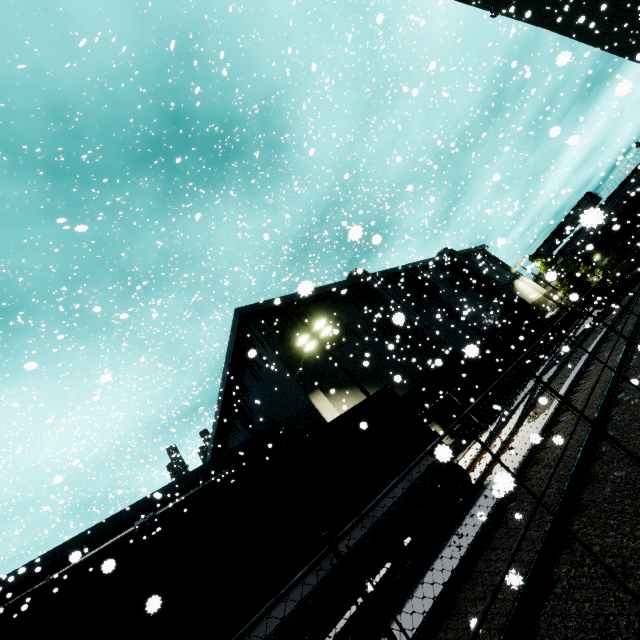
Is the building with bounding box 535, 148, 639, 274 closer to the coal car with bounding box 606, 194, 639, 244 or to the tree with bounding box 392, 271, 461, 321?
the tree with bounding box 392, 271, 461, 321

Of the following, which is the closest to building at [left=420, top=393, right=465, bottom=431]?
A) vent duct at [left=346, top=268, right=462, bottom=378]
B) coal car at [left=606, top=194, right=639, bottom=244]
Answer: vent duct at [left=346, top=268, right=462, bottom=378]

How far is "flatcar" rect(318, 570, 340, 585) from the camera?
6.5 meters

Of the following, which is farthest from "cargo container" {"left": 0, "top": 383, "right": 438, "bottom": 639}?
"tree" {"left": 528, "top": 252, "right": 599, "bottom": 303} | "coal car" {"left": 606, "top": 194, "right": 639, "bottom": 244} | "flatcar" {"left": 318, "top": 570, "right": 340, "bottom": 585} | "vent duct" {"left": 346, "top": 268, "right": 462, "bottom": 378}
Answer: "coal car" {"left": 606, "top": 194, "right": 639, "bottom": 244}

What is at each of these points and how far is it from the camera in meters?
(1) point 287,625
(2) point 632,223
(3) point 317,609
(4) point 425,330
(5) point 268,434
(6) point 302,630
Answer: (1) flatcar, 5.8
(2) coal car, 25.9
(3) flatcar, 6.2
(4) vent duct, 25.5
(5) building, 25.5
(6) flatcar, 5.9

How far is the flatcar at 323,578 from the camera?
6.5 meters

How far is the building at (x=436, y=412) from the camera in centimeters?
2125cm

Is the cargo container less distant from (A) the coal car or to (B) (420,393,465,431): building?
(B) (420,393,465,431): building
